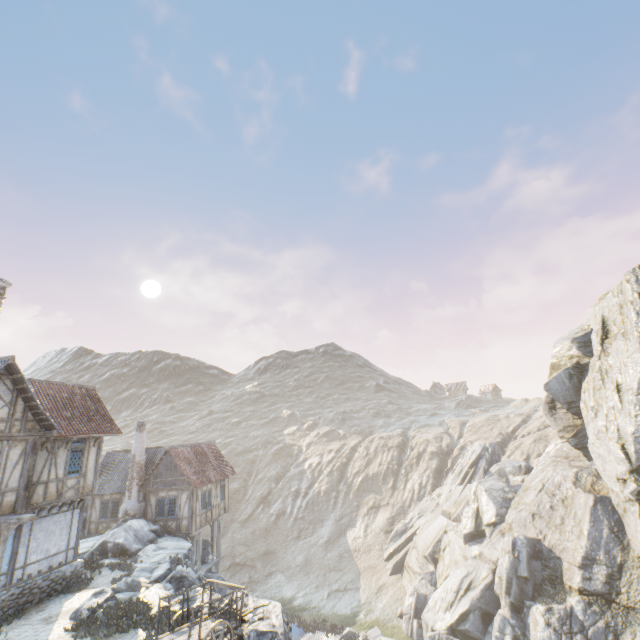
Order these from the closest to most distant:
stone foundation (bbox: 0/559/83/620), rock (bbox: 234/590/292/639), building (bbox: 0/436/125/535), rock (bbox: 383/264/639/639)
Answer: rock (bbox: 234/590/292/639)
building (bbox: 0/436/125/535)
stone foundation (bbox: 0/559/83/620)
rock (bbox: 383/264/639/639)

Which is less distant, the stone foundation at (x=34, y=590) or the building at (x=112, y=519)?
the building at (x=112, y=519)

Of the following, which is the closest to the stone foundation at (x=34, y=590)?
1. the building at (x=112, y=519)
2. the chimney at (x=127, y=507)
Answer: the building at (x=112, y=519)

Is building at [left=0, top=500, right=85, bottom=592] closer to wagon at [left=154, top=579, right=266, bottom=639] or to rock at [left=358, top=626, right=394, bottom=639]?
rock at [left=358, top=626, right=394, bottom=639]

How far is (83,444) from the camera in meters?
17.0 m

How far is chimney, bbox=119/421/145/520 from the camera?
23.4 meters

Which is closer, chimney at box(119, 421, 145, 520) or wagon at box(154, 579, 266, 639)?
wagon at box(154, 579, 266, 639)

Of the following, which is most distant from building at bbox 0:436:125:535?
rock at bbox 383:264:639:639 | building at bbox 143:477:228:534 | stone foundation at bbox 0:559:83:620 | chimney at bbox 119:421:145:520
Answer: building at bbox 143:477:228:534
